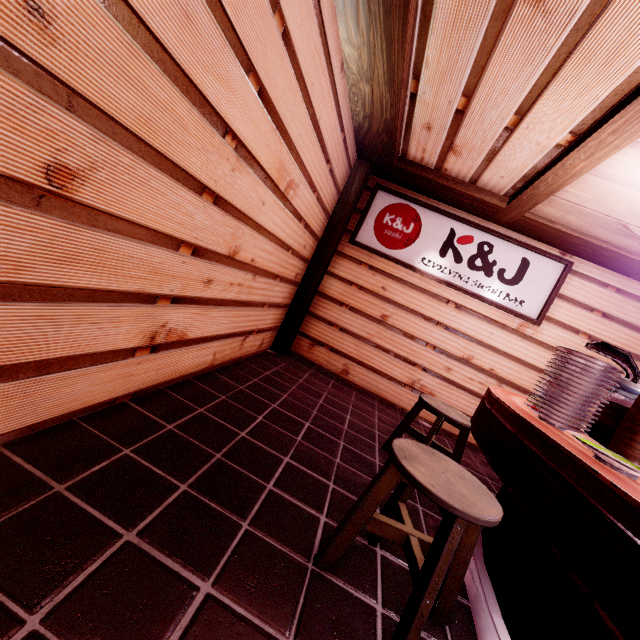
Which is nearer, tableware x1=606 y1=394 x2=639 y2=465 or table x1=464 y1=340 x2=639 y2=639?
table x1=464 y1=340 x2=639 y2=639

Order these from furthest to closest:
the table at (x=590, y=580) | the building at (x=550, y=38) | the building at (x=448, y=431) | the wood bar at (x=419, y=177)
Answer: the building at (x=448, y=431) < the wood bar at (x=419, y=177) < the building at (x=550, y=38) < the table at (x=590, y=580)

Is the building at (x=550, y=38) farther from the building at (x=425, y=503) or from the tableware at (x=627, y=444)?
the tableware at (x=627, y=444)

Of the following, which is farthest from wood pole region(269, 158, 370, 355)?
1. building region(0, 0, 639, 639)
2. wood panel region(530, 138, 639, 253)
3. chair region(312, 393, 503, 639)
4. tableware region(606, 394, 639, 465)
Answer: tableware region(606, 394, 639, 465)

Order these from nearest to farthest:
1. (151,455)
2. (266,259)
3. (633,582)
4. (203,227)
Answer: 1. (633,582)
2. (151,455)
3. (203,227)
4. (266,259)

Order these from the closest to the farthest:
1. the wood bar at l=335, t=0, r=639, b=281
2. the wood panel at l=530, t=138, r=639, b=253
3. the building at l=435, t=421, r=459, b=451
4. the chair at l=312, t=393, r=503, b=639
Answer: the chair at l=312, t=393, r=503, b=639
the wood bar at l=335, t=0, r=639, b=281
the wood panel at l=530, t=138, r=639, b=253
the building at l=435, t=421, r=459, b=451

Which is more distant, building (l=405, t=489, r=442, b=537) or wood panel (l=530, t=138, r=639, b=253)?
wood panel (l=530, t=138, r=639, b=253)

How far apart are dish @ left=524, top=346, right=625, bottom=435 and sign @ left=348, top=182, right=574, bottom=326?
5.0 meters
